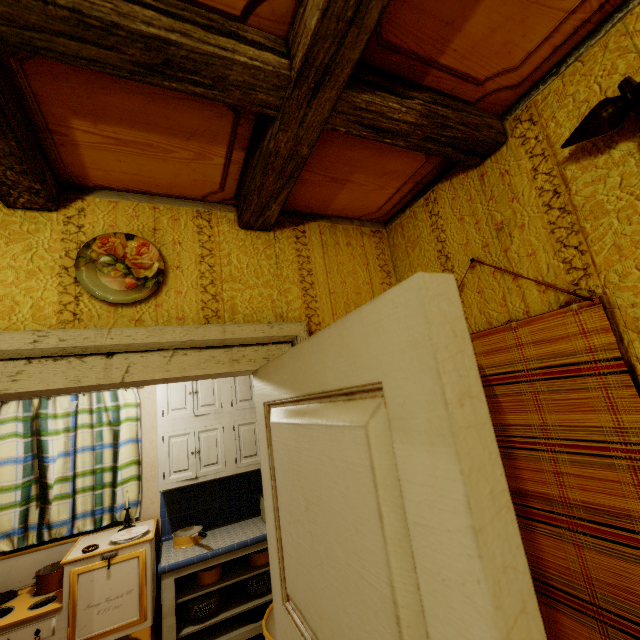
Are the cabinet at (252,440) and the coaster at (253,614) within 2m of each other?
yes

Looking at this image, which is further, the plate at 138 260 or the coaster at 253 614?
the coaster at 253 614

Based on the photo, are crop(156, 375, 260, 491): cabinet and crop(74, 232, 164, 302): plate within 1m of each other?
no

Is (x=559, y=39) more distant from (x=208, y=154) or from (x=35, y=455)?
(x=35, y=455)

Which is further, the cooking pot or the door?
the cooking pot

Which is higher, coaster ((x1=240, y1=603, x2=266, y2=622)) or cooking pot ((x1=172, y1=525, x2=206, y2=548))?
cooking pot ((x1=172, y1=525, x2=206, y2=548))

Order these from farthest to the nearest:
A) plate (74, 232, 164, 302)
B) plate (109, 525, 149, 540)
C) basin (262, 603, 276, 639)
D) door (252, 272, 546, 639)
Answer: plate (109, 525, 149, 540) → basin (262, 603, 276, 639) → plate (74, 232, 164, 302) → door (252, 272, 546, 639)

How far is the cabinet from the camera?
2.99m
